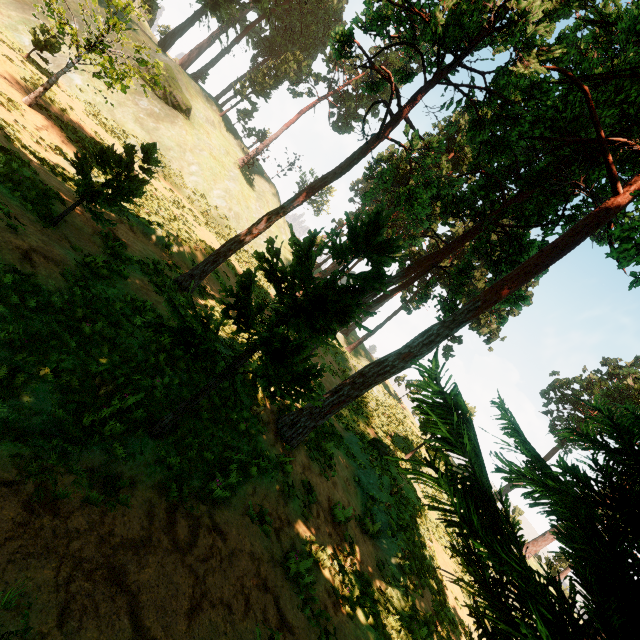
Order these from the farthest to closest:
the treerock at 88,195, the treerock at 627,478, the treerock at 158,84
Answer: the treerock at 158,84
the treerock at 88,195
the treerock at 627,478

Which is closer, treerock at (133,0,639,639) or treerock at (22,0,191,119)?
treerock at (133,0,639,639)

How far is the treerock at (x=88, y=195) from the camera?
8.6 meters

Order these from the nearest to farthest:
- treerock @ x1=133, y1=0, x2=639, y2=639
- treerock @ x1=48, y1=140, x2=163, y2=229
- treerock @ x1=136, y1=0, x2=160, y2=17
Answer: treerock @ x1=133, y1=0, x2=639, y2=639, treerock @ x1=48, y1=140, x2=163, y2=229, treerock @ x1=136, y1=0, x2=160, y2=17

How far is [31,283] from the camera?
6.80m

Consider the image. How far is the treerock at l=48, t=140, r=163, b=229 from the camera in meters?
8.6 m
